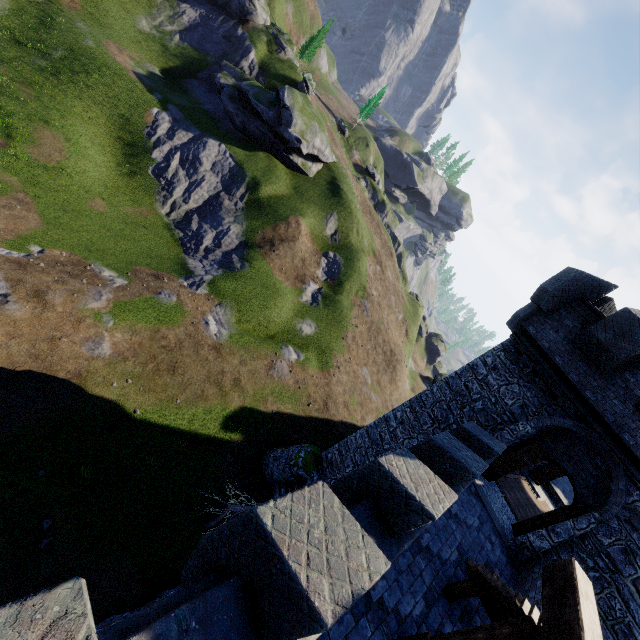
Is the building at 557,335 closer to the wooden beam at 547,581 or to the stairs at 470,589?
the stairs at 470,589

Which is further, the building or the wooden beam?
the building

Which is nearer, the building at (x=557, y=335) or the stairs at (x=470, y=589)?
the stairs at (x=470, y=589)

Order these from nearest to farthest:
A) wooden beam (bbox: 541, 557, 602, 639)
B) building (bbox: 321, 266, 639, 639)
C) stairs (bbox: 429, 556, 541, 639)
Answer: wooden beam (bbox: 541, 557, 602, 639) → stairs (bbox: 429, 556, 541, 639) → building (bbox: 321, 266, 639, 639)

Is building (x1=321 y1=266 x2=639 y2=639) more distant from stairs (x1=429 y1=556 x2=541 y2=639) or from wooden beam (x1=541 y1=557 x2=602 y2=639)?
wooden beam (x1=541 y1=557 x2=602 y2=639)

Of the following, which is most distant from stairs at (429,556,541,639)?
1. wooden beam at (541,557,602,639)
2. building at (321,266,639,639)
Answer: building at (321,266,639,639)

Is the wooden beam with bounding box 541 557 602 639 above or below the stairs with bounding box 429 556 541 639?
above

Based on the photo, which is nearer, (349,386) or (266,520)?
(266,520)
